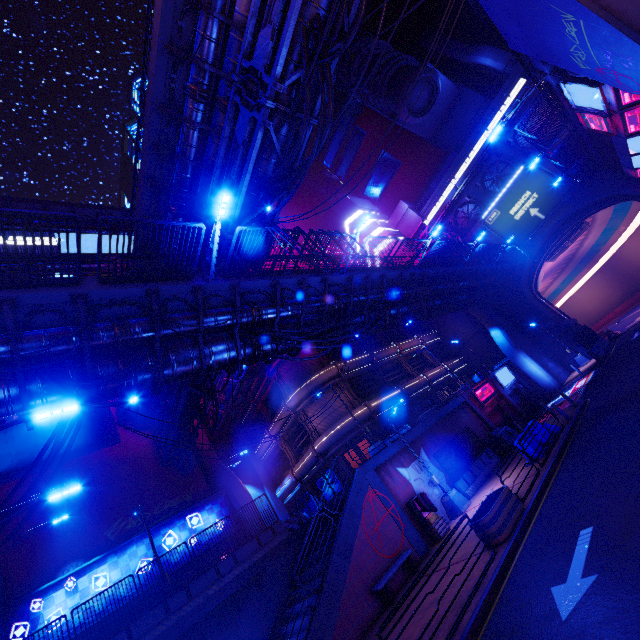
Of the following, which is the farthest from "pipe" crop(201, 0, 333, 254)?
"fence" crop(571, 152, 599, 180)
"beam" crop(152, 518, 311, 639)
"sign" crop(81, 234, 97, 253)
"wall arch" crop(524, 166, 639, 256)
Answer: "sign" crop(81, 234, 97, 253)

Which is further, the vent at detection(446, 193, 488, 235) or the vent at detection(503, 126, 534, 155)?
the vent at detection(446, 193, 488, 235)

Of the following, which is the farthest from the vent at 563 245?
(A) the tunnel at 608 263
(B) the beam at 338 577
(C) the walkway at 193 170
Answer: (C) the walkway at 193 170

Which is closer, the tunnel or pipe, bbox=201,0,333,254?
pipe, bbox=201,0,333,254

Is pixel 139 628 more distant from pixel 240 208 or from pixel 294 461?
pixel 240 208

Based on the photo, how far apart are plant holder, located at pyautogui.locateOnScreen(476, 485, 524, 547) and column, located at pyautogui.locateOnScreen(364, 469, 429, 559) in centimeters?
497cm

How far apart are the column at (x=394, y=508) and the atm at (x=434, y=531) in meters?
0.3

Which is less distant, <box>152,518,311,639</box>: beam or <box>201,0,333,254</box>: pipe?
<box>201,0,333,254</box>: pipe
